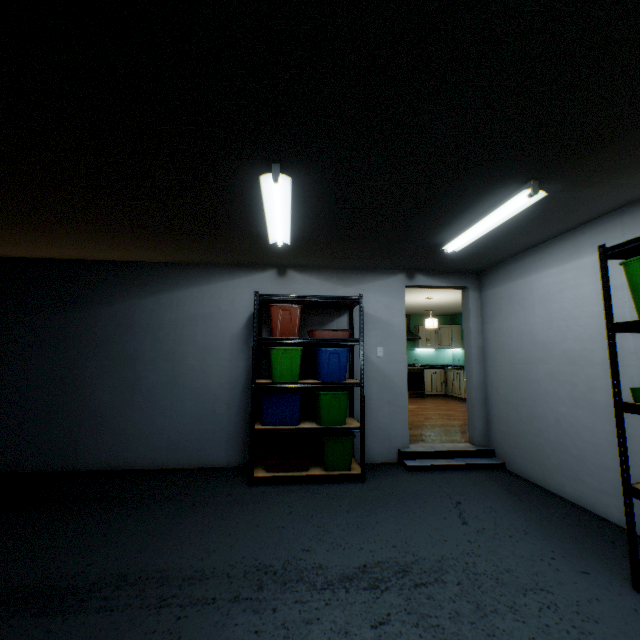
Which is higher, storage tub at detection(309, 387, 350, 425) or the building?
storage tub at detection(309, 387, 350, 425)

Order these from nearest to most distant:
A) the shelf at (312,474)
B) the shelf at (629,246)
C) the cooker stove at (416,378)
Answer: the shelf at (629,246) < the shelf at (312,474) < the cooker stove at (416,378)

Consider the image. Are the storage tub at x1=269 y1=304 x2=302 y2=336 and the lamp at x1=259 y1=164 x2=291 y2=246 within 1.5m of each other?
yes

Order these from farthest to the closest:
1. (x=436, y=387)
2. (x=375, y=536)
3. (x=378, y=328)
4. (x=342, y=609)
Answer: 1. (x=436, y=387)
2. (x=378, y=328)
3. (x=375, y=536)
4. (x=342, y=609)

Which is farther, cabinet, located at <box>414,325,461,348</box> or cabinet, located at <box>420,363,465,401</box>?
cabinet, located at <box>414,325,461,348</box>

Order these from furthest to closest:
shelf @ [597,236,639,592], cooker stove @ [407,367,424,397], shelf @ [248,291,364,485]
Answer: cooker stove @ [407,367,424,397], shelf @ [248,291,364,485], shelf @ [597,236,639,592]

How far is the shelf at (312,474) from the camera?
3.3 meters

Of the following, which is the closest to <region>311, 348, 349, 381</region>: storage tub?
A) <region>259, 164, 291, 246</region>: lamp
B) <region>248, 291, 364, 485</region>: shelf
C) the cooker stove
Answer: <region>248, 291, 364, 485</region>: shelf
